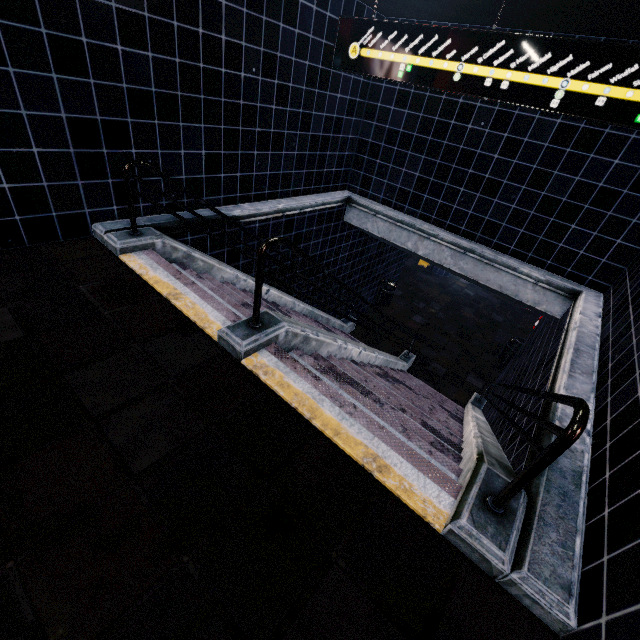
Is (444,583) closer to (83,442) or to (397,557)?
(397,557)
